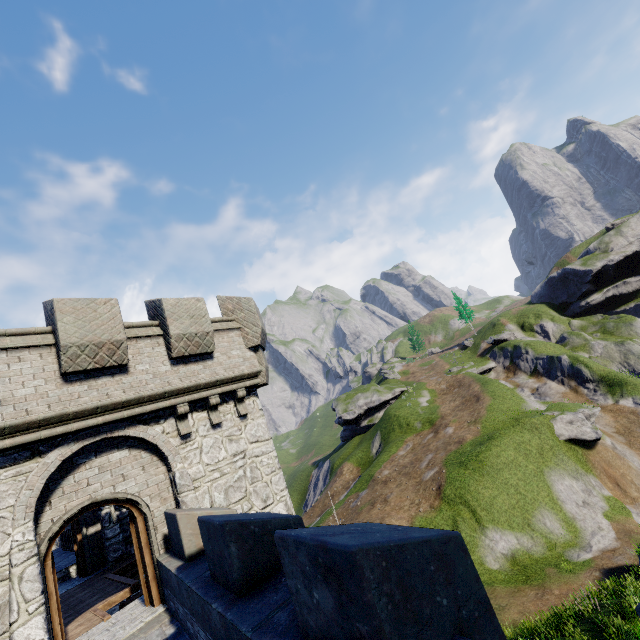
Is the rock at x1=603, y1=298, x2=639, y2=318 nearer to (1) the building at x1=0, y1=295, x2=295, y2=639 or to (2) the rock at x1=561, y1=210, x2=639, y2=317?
(2) the rock at x1=561, y1=210, x2=639, y2=317

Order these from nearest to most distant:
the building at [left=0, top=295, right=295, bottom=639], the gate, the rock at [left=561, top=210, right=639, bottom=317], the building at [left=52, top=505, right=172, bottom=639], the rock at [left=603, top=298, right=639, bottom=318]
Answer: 1. the building at [left=0, top=295, right=295, bottom=639]
2. the building at [left=52, top=505, right=172, bottom=639]
3. the gate
4. the rock at [left=603, top=298, right=639, bottom=318]
5. the rock at [left=561, top=210, right=639, bottom=317]

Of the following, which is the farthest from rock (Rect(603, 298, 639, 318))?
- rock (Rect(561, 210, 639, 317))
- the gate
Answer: the gate

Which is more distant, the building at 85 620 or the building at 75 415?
the building at 85 620

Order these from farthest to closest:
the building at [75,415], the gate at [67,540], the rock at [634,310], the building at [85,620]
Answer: the rock at [634,310], the gate at [67,540], the building at [85,620], the building at [75,415]

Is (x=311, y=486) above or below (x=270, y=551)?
below

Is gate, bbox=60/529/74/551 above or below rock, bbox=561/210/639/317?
below
